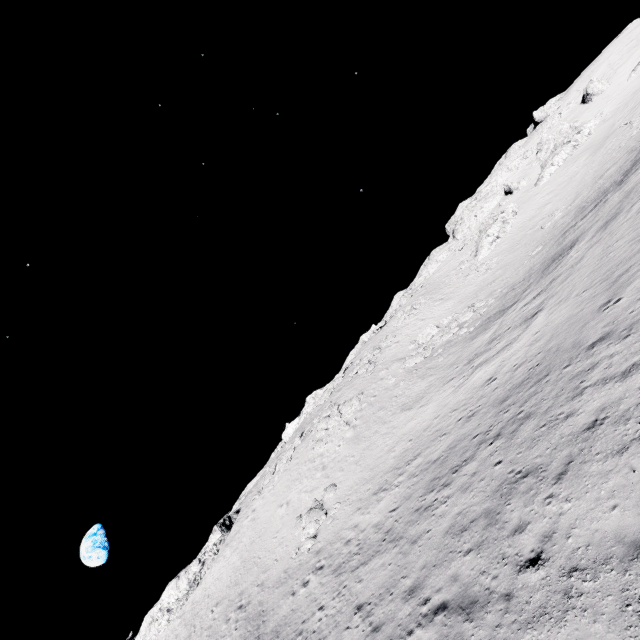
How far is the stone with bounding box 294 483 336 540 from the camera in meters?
21.8 m

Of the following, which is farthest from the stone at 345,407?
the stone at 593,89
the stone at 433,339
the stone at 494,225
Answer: the stone at 593,89

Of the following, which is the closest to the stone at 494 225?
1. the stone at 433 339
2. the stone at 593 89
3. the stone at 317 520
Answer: the stone at 433 339

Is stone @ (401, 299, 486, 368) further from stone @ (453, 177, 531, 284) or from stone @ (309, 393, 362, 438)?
stone @ (453, 177, 531, 284)

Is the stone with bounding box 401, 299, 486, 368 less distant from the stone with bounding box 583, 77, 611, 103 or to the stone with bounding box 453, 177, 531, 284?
the stone with bounding box 453, 177, 531, 284

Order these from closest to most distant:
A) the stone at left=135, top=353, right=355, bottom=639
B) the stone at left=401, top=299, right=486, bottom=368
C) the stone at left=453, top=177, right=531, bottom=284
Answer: the stone at left=401, top=299, right=486, bottom=368 < the stone at left=135, top=353, right=355, bottom=639 < the stone at left=453, top=177, right=531, bottom=284

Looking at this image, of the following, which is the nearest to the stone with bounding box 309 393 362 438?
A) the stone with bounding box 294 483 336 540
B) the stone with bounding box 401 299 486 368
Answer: the stone with bounding box 401 299 486 368

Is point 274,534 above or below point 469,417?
above
